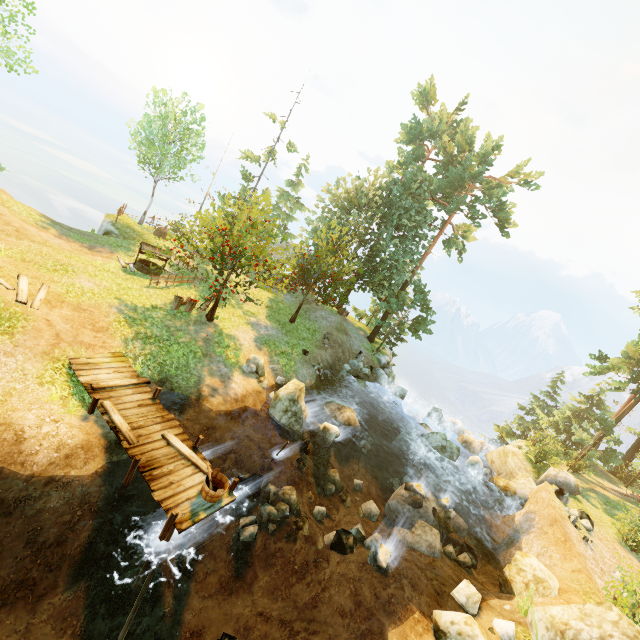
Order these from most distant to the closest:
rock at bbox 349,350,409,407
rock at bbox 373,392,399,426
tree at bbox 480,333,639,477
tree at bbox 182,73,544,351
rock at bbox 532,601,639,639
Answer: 1. rock at bbox 349,350,409,407
2. tree at bbox 480,333,639,477
3. rock at bbox 373,392,399,426
4. tree at bbox 182,73,544,351
5. rock at bbox 532,601,639,639

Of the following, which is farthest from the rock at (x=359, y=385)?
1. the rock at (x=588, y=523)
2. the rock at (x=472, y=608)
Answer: the rock at (x=472, y=608)

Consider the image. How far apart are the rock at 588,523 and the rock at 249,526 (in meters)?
16.28

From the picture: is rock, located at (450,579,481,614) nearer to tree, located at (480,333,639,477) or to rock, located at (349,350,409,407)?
tree, located at (480,333,639,477)

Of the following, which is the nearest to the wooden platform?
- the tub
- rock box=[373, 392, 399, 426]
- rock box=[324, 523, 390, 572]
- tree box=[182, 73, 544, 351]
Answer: the tub

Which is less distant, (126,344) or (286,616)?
(286,616)

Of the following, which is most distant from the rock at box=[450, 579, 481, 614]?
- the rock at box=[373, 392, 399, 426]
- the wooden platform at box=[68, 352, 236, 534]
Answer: the rock at box=[373, 392, 399, 426]

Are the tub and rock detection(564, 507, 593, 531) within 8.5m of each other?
no
